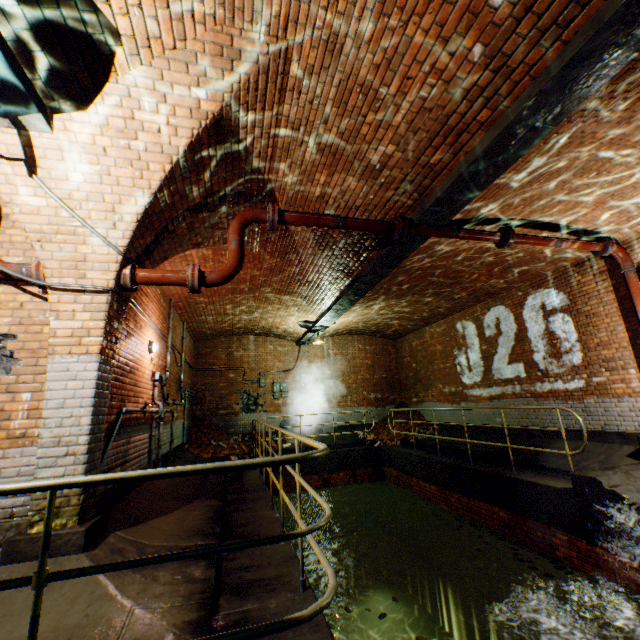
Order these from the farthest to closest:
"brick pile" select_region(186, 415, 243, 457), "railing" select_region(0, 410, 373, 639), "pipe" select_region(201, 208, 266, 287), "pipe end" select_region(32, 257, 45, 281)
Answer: "brick pile" select_region(186, 415, 243, 457) < "pipe" select_region(201, 208, 266, 287) < "pipe end" select_region(32, 257, 45, 281) < "railing" select_region(0, 410, 373, 639)

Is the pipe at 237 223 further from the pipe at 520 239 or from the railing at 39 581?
the pipe at 520 239

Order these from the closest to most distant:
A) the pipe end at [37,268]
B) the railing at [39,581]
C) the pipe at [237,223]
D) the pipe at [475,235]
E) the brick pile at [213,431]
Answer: the railing at [39,581], the pipe end at [37,268], the pipe at [237,223], the pipe at [475,235], the brick pile at [213,431]

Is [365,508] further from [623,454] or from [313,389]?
[623,454]

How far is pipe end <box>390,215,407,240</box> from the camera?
4.9m

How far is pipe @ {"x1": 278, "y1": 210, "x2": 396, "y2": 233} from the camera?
4.6 meters

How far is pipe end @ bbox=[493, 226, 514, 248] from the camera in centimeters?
546cm

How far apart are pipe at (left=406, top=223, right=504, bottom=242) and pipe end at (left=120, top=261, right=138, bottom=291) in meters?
3.8
